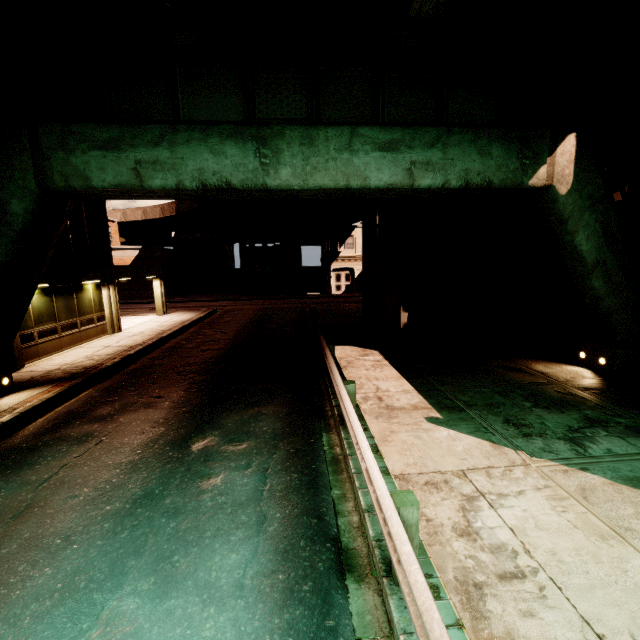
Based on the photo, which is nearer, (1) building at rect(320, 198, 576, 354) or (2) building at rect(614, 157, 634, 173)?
(2) building at rect(614, 157, 634, 173)

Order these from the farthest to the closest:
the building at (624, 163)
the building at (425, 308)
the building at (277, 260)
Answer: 1. the building at (277, 260)
2. the building at (425, 308)
3. the building at (624, 163)

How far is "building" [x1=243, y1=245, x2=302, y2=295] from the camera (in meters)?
38.75

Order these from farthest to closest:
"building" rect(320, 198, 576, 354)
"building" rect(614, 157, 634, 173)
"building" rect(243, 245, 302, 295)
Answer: "building" rect(243, 245, 302, 295) → "building" rect(320, 198, 576, 354) → "building" rect(614, 157, 634, 173)

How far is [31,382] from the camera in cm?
1027

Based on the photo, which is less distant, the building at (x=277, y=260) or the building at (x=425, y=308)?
the building at (x=425, y=308)

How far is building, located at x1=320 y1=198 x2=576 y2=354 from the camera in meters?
11.9
